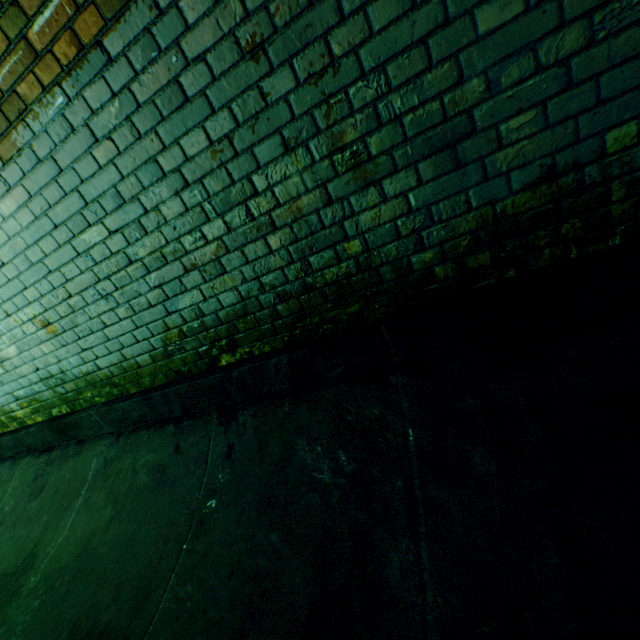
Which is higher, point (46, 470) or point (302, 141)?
point (302, 141)
